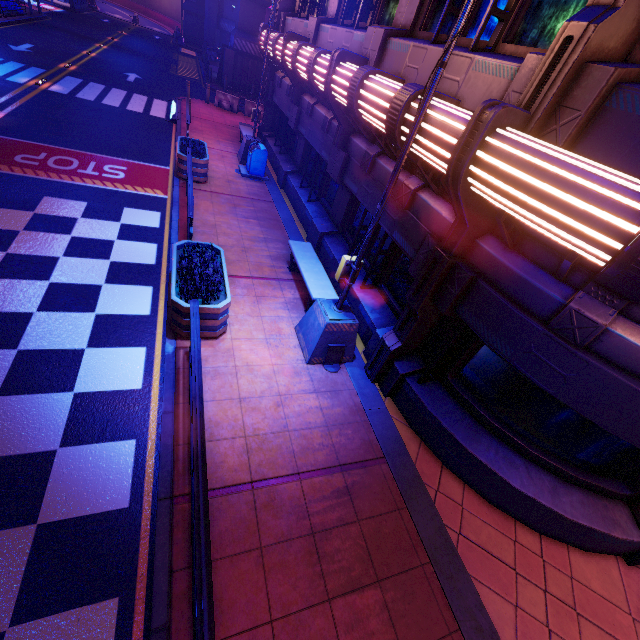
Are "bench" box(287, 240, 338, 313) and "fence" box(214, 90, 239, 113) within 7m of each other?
no

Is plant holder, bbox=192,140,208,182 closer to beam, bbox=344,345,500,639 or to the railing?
beam, bbox=344,345,500,639

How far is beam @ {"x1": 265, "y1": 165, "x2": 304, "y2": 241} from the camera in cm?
1059

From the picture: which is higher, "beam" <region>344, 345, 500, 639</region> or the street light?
the street light

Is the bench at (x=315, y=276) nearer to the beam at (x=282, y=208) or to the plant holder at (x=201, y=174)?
the beam at (x=282, y=208)

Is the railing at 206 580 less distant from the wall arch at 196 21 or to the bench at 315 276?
the bench at 315 276

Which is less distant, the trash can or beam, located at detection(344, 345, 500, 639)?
beam, located at detection(344, 345, 500, 639)

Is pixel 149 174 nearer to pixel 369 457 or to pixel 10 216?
pixel 10 216
